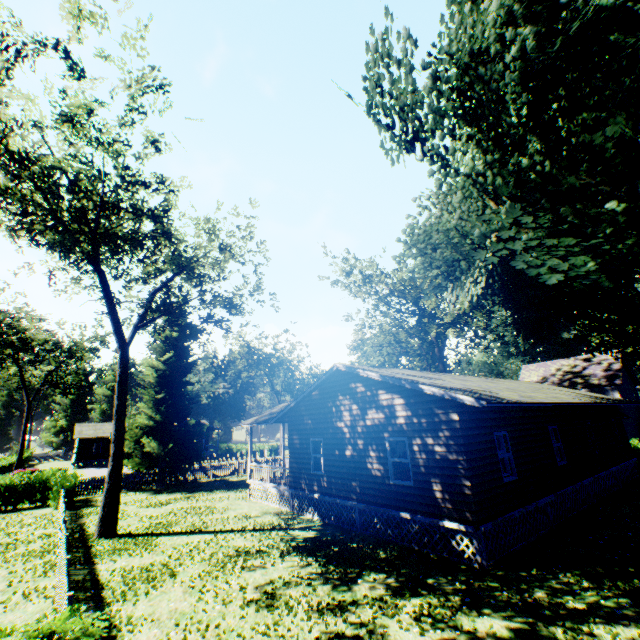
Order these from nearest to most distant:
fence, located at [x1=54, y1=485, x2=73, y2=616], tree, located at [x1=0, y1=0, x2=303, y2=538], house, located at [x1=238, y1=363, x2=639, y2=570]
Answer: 1. fence, located at [x1=54, y1=485, x2=73, y2=616]
2. house, located at [x1=238, y1=363, x2=639, y2=570]
3. tree, located at [x1=0, y1=0, x2=303, y2=538]

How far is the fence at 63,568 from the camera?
5.87m

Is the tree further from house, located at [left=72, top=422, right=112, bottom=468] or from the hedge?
house, located at [left=72, top=422, right=112, bottom=468]

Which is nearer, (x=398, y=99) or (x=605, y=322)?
(x=398, y=99)

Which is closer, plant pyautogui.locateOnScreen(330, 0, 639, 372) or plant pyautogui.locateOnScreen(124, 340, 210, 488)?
plant pyautogui.locateOnScreen(330, 0, 639, 372)

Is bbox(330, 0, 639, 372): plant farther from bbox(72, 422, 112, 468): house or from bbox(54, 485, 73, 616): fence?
bbox(72, 422, 112, 468): house

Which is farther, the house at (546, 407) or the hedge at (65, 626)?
the house at (546, 407)
